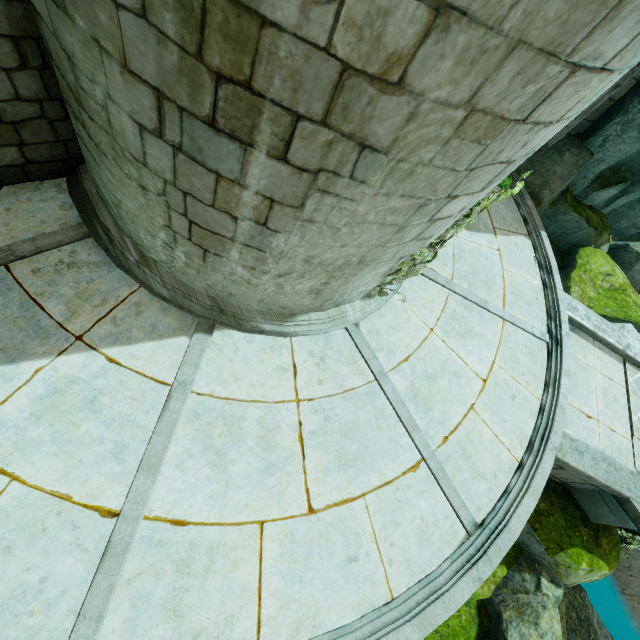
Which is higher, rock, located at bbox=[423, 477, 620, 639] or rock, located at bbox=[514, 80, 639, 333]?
rock, located at bbox=[514, 80, 639, 333]

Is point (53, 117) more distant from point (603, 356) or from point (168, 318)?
point (603, 356)

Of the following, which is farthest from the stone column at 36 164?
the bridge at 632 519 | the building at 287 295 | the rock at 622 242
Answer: the bridge at 632 519

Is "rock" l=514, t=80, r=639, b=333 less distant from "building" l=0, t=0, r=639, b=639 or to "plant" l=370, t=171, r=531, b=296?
"building" l=0, t=0, r=639, b=639

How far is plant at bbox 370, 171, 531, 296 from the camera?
4.1 meters

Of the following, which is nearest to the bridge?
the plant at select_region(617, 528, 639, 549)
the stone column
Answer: the plant at select_region(617, 528, 639, 549)

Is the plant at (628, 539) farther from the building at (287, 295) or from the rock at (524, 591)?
the building at (287, 295)

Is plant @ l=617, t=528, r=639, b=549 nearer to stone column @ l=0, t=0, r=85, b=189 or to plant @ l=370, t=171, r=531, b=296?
plant @ l=370, t=171, r=531, b=296
